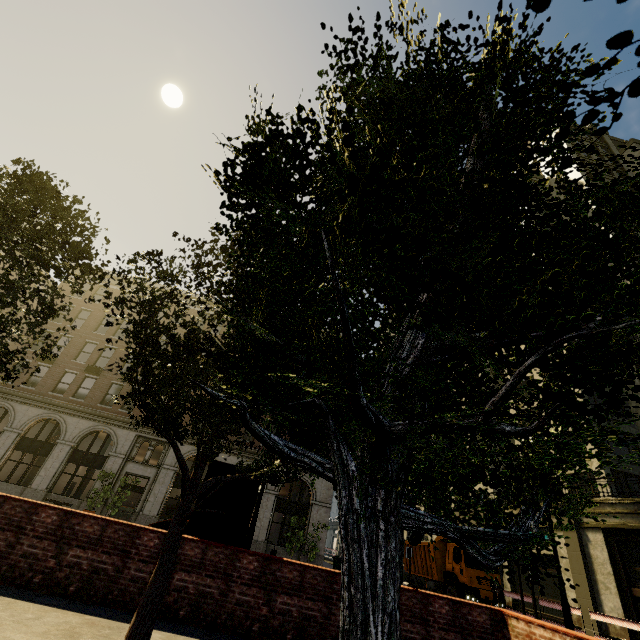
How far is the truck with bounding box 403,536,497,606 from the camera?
16.9 meters

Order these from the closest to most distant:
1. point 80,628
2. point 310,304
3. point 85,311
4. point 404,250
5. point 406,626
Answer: point 404,250 < point 310,304 < point 80,628 < point 406,626 < point 85,311

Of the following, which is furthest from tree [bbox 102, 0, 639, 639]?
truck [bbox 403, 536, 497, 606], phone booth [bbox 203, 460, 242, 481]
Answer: truck [bbox 403, 536, 497, 606]

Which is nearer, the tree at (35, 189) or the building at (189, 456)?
the tree at (35, 189)

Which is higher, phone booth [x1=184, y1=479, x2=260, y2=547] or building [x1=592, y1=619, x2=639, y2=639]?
phone booth [x1=184, y1=479, x2=260, y2=547]

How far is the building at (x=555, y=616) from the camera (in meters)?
19.69

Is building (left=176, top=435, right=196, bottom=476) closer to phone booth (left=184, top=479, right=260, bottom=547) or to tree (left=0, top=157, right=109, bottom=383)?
tree (left=0, top=157, right=109, bottom=383)

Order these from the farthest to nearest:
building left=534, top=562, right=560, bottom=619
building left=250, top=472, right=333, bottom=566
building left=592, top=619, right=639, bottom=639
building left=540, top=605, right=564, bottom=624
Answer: building left=250, top=472, right=333, bottom=566 < building left=534, top=562, right=560, bottom=619 < building left=540, top=605, right=564, bottom=624 < building left=592, top=619, right=639, bottom=639
